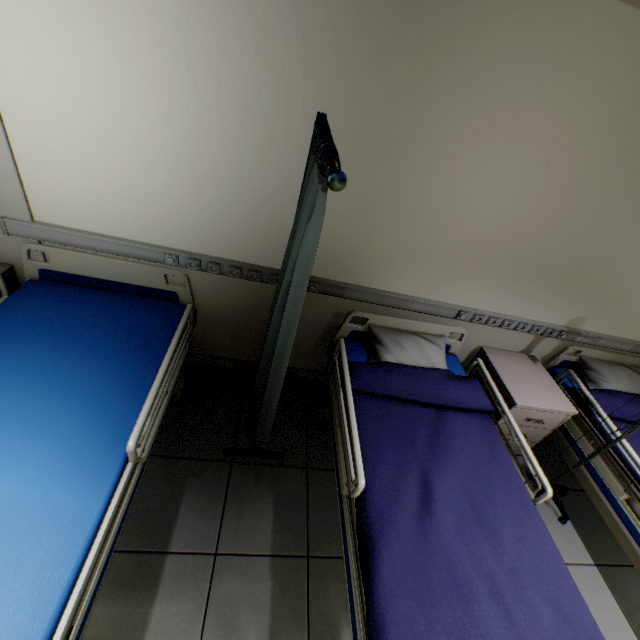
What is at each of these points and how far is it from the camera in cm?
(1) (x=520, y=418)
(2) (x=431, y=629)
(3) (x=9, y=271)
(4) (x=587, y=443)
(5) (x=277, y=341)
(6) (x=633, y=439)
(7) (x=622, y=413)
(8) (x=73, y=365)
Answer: (1) drawer, 228
(2) blanket, 119
(3) nightstand, 193
(4) bed, 229
(5) medical screen, 144
(6) blanket, 224
(7) blanket, 239
(8) bed, 165

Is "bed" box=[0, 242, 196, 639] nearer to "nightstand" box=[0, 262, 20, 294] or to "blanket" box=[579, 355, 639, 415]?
"nightstand" box=[0, 262, 20, 294]

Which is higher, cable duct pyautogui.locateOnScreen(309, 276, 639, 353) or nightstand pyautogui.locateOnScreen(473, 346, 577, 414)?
cable duct pyautogui.locateOnScreen(309, 276, 639, 353)

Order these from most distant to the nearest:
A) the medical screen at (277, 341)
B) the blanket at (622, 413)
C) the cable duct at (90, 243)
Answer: the blanket at (622, 413), the cable duct at (90, 243), the medical screen at (277, 341)

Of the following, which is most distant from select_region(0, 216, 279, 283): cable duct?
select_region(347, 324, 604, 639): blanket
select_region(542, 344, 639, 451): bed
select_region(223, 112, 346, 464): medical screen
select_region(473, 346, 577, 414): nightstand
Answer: select_region(542, 344, 639, 451): bed

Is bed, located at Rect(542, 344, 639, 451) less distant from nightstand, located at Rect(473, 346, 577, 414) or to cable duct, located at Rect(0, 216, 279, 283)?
nightstand, located at Rect(473, 346, 577, 414)

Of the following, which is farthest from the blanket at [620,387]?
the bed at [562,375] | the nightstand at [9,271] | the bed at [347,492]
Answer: the nightstand at [9,271]

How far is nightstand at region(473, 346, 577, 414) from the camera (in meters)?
2.22
